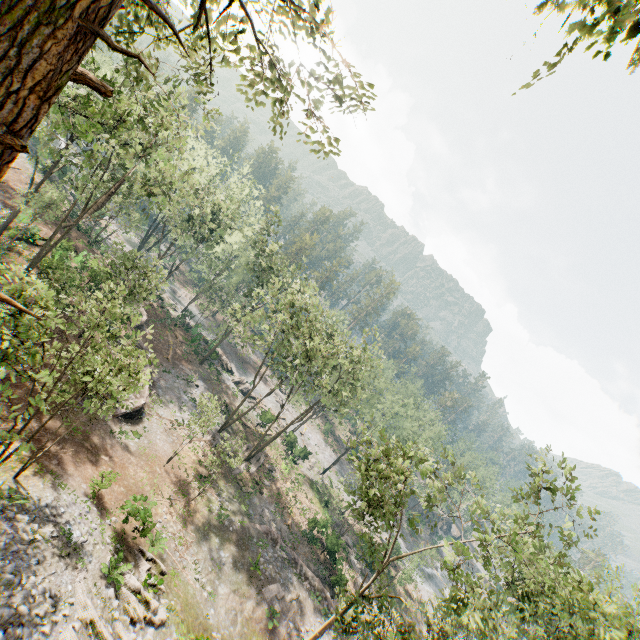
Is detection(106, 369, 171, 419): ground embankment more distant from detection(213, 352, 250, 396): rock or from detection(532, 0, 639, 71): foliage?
→ detection(532, 0, 639, 71): foliage

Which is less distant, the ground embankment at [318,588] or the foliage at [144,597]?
the foliage at [144,597]

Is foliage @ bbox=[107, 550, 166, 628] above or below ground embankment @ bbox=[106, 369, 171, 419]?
above

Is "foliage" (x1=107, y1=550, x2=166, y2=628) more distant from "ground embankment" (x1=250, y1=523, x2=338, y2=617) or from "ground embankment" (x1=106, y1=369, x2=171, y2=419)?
"ground embankment" (x1=106, y1=369, x2=171, y2=419)

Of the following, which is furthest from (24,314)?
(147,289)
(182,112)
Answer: (182,112)

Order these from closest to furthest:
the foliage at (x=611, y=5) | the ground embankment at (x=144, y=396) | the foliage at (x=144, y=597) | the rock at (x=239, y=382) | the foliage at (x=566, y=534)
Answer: the foliage at (x=611, y=5), the foliage at (x=144, y=597), the foliage at (x=566, y=534), the ground embankment at (x=144, y=396), the rock at (x=239, y=382)

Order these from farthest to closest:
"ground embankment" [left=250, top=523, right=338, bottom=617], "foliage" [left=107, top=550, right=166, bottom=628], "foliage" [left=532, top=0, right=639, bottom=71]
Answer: "ground embankment" [left=250, top=523, right=338, bottom=617] → "foliage" [left=107, top=550, right=166, bottom=628] → "foliage" [left=532, top=0, right=639, bottom=71]

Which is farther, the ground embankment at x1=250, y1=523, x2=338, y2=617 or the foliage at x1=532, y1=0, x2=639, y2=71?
the ground embankment at x1=250, y1=523, x2=338, y2=617
